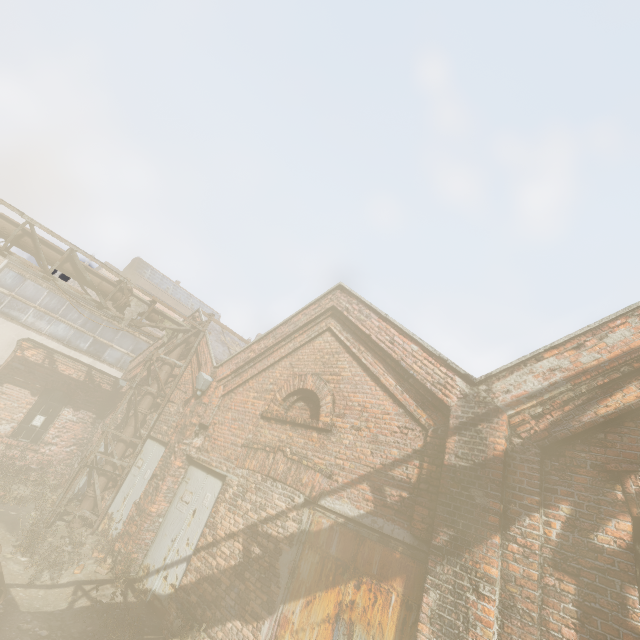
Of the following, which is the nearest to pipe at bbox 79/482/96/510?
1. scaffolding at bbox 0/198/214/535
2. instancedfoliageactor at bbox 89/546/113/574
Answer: scaffolding at bbox 0/198/214/535

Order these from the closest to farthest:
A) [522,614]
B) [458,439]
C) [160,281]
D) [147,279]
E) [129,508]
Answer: [522,614] < [458,439] < [129,508] < [147,279] < [160,281]

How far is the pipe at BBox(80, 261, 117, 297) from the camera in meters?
8.8

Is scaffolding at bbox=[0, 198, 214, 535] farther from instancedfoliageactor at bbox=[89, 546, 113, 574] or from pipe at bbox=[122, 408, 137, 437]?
instancedfoliageactor at bbox=[89, 546, 113, 574]

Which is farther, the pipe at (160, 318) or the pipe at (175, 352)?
the pipe at (175, 352)

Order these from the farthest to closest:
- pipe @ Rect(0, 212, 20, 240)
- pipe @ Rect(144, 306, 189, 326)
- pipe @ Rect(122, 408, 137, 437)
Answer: pipe @ Rect(144, 306, 189, 326)
pipe @ Rect(122, 408, 137, 437)
pipe @ Rect(0, 212, 20, 240)

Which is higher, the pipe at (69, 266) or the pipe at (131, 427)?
the pipe at (69, 266)
